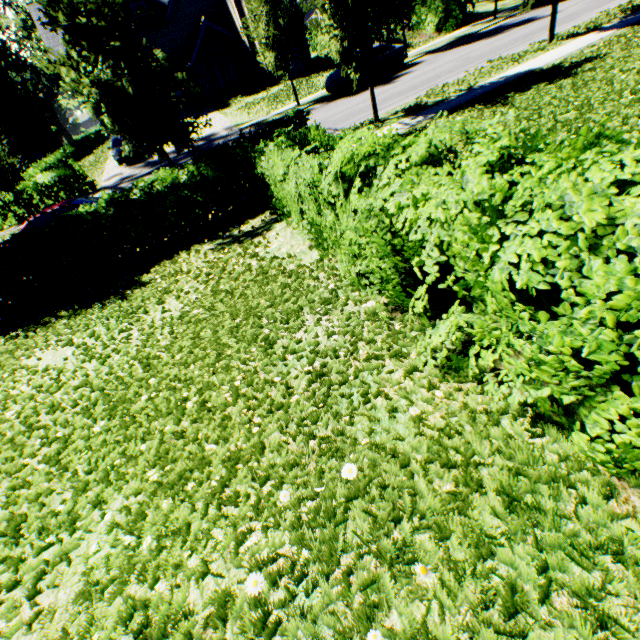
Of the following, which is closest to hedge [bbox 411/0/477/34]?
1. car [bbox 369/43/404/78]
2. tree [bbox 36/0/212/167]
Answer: tree [bbox 36/0/212/167]

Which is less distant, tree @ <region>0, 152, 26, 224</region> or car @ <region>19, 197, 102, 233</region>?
car @ <region>19, 197, 102, 233</region>

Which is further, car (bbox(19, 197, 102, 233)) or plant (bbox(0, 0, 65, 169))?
plant (bbox(0, 0, 65, 169))

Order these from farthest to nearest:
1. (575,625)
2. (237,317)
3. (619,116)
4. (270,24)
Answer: (270,24) → (619,116) → (237,317) → (575,625)

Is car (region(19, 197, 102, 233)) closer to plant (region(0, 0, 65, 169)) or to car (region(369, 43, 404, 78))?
car (region(369, 43, 404, 78))

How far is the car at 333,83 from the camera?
18.72m

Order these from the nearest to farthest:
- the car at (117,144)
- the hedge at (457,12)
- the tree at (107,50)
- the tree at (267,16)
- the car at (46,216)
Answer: the tree at (107,50)
the tree at (267,16)
the car at (46,216)
the car at (117,144)
the hedge at (457,12)

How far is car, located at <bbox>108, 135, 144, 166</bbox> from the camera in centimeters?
2289cm
